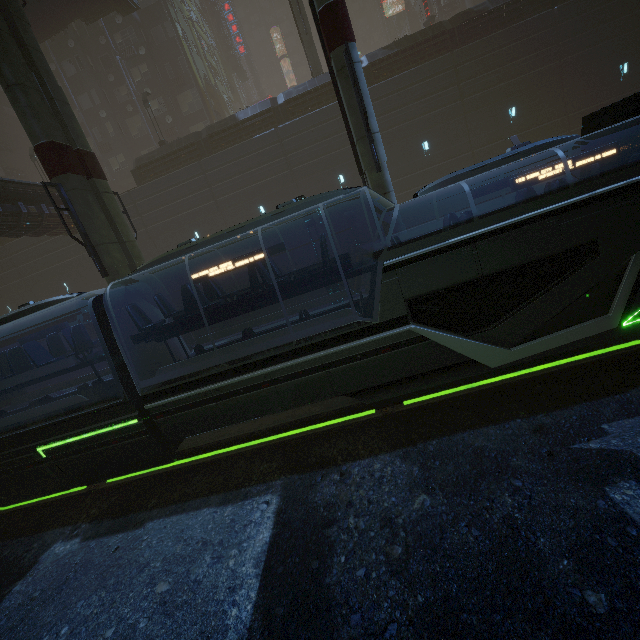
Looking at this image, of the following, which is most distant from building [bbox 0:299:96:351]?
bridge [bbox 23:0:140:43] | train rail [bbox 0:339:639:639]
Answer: bridge [bbox 23:0:140:43]

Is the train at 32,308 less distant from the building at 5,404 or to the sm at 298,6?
the building at 5,404

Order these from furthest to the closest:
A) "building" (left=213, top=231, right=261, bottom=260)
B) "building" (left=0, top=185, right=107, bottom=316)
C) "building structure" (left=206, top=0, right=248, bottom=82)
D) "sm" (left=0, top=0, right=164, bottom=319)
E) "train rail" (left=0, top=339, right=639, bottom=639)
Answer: "building structure" (left=206, top=0, right=248, bottom=82) < "building" (left=213, top=231, right=261, bottom=260) < "building" (left=0, top=185, right=107, bottom=316) < "sm" (left=0, top=0, right=164, bottom=319) < "train rail" (left=0, top=339, right=639, bottom=639)

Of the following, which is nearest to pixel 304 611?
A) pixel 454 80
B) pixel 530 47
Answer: pixel 454 80

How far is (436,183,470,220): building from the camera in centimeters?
2223cm

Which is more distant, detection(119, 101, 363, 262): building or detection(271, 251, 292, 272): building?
detection(271, 251, 292, 272): building

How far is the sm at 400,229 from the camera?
10.8m
